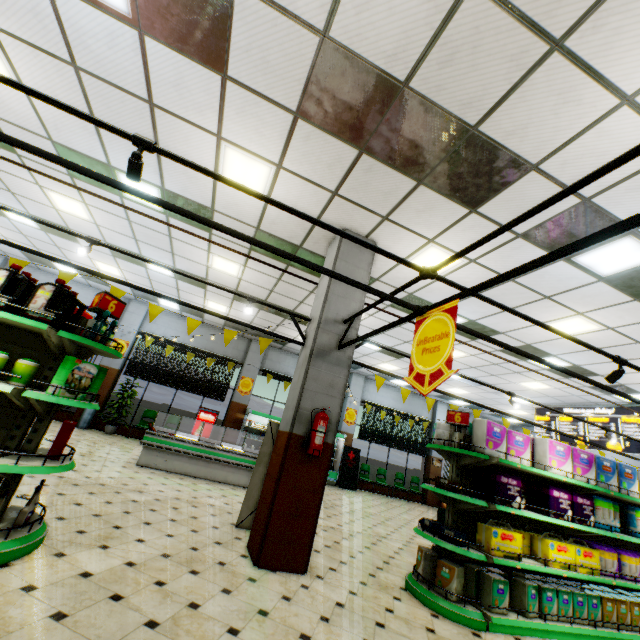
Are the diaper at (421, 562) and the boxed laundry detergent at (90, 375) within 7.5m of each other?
yes

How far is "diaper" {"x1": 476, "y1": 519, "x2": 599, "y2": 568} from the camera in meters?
4.2 m

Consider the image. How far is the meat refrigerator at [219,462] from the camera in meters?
7.8

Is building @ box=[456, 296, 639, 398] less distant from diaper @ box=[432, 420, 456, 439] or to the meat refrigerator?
the meat refrigerator

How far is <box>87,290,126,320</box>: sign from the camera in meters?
3.6

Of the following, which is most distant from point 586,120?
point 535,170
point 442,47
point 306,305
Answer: point 306,305

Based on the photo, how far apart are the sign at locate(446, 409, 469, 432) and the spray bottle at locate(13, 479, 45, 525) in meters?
5.1

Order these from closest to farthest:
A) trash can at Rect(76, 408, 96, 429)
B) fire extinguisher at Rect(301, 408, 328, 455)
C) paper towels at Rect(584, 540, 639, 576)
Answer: fire extinguisher at Rect(301, 408, 328, 455) < paper towels at Rect(584, 540, 639, 576) < trash can at Rect(76, 408, 96, 429)
